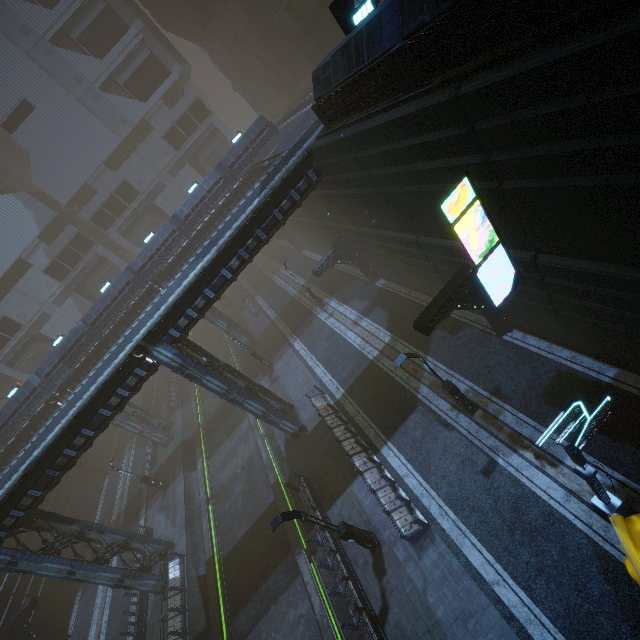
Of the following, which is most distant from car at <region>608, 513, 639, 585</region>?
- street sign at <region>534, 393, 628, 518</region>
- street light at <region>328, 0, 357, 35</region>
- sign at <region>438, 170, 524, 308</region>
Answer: street light at <region>328, 0, 357, 35</region>

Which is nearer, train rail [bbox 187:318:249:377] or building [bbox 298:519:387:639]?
building [bbox 298:519:387:639]

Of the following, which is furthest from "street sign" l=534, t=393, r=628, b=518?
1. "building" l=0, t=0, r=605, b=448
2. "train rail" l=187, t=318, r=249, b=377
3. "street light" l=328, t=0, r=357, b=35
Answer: "street light" l=328, t=0, r=357, b=35

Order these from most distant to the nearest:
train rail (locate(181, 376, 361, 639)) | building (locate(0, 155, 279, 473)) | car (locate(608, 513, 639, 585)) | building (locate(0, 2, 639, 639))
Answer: building (locate(0, 155, 279, 473)) < train rail (locate(181, 376, 361, 639)) < car (locate(608, 513, 639, 585)) < building (locate(0, 2, 639, 639))

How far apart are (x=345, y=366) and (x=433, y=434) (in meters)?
8.51

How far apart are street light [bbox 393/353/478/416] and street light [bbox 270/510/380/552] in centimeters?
667cm

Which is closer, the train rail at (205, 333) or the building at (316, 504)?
the building at (316, 504)

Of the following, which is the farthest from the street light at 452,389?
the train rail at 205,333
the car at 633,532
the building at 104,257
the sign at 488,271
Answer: the train rail at 205,333
